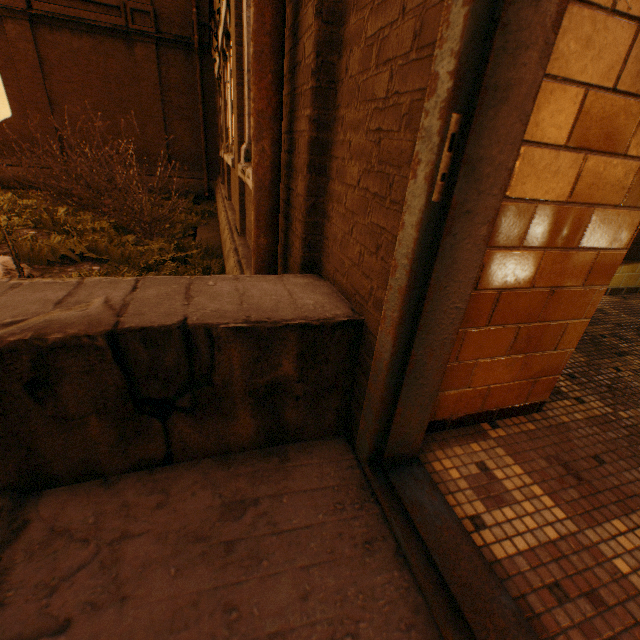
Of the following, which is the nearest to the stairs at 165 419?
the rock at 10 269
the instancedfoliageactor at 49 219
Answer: the rock at 10 269

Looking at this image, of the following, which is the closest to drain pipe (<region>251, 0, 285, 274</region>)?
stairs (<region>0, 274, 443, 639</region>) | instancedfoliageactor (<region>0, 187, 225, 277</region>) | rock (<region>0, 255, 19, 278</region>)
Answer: stairs (<region>0, 274, 443, 639</region>)

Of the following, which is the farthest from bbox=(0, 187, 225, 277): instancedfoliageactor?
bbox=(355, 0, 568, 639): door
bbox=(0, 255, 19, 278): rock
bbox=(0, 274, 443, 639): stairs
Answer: bbox=(355, 0, 568, 639): door

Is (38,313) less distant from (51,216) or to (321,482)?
(321,482)

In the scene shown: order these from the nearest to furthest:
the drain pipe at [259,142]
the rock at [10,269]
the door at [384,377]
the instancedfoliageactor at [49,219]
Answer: the door at [384,377]
the drain pipe at [259,142]
the rock at [10,269]
the instancedfoliageactor at [49,219]

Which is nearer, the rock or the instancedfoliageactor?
the rock
